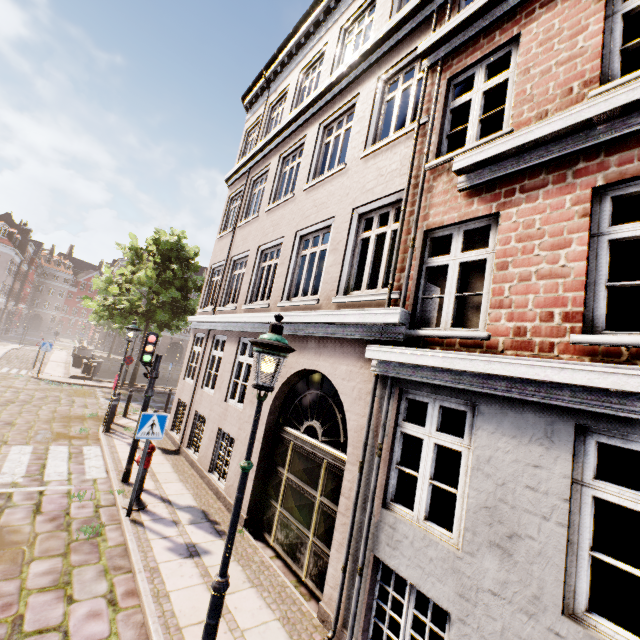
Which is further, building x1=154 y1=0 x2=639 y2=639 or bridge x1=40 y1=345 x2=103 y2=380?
bridge x1=40 y1=345 x2=103 y2=380

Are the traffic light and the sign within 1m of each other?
no

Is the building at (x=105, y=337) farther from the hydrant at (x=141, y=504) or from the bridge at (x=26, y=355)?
the hydrant at (x=141, y=504)

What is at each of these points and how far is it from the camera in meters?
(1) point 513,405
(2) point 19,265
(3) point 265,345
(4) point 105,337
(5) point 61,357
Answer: (1) building, 3.3
(2) building, 48.6
(3) street light, 3.4
(4) building, 46.8
(5) bridge, 26.5

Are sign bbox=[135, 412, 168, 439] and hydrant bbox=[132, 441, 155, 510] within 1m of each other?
yes

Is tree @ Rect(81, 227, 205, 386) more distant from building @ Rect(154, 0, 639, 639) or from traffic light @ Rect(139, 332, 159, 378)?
traffic light @ Rect(139, 332, 159, 378)

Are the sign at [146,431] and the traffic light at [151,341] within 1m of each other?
no

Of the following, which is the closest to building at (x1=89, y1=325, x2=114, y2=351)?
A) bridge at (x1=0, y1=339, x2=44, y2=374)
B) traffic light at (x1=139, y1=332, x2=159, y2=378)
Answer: bridge at (x1=0, y1=339, x2=44, y2=374)
